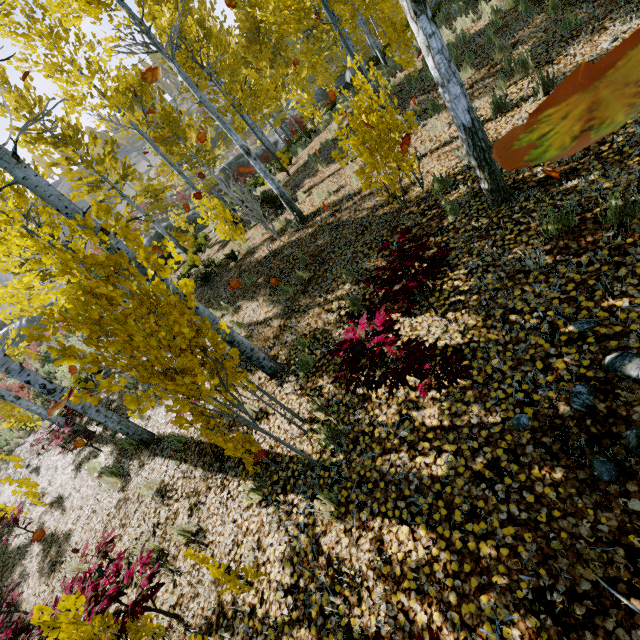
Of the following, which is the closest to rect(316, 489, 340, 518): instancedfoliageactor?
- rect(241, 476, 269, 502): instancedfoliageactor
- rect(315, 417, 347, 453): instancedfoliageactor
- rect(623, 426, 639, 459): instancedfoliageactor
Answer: rect(315, 417, 347, 453): instancedfoliageactor

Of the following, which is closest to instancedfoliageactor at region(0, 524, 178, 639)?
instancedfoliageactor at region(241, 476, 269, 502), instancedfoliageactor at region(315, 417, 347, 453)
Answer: instancedfoliageactor at region(315, 417, 347, 453)

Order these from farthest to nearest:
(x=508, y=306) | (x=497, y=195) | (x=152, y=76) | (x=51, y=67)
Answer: (x=51, y=67), (x=152, y=76), (x=497, y=195), (x=508, y=306)

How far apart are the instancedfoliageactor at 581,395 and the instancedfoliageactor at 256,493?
3.4m

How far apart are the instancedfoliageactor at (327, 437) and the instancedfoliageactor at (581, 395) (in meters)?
2.22

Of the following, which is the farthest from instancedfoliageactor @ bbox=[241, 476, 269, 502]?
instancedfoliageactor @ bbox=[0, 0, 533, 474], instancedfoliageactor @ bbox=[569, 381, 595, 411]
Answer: instancedfoliageactor @ bbox=[569, 381, 595, 411]

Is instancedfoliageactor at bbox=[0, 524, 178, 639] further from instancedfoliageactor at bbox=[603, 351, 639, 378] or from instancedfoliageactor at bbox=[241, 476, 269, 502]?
instancedfoliageactor at bbox=[603, 351, 639, 378]
